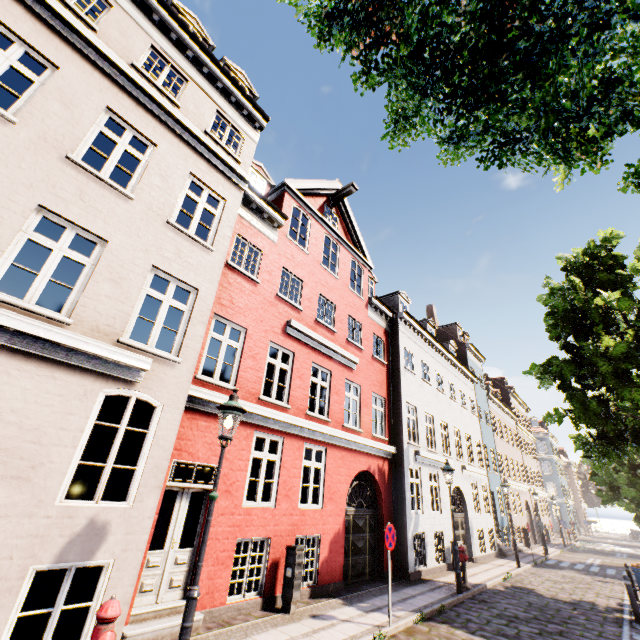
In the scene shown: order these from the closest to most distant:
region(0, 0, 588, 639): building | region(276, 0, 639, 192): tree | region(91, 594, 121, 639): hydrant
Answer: region(276, 0, 639, 192): tree
region(91, 594, 121, 639): hydrant
region(0, 0, 588, 639): building

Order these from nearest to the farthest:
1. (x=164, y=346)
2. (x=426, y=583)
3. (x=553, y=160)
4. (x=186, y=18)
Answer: (x=553, y=160), (x=164, y=346), (x=186, y=18), (x=426, y=583)

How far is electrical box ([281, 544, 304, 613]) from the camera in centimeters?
748cm

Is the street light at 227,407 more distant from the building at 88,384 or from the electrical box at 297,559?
the building at 88,384

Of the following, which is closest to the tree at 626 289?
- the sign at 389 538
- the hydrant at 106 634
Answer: the hydrant at 106 634

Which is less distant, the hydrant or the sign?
the hydrant

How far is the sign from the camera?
7.72m

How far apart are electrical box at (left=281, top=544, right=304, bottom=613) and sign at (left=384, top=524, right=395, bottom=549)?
2.03m
